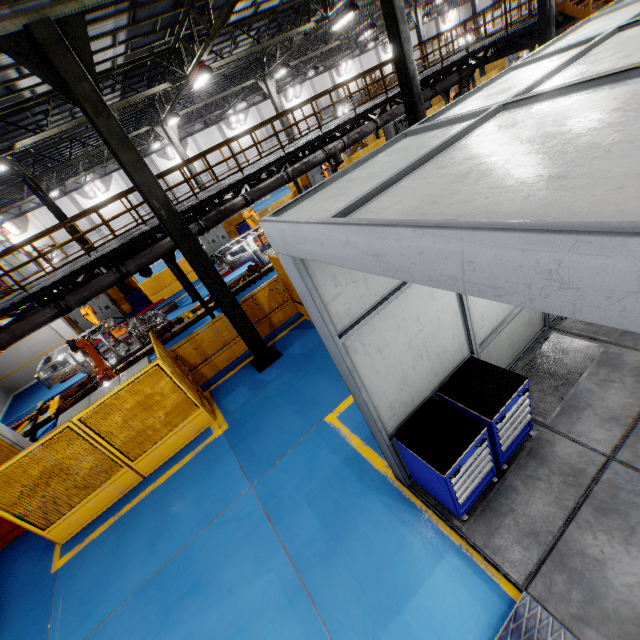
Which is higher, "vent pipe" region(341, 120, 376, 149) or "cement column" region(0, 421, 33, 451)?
"vent pipe" region(341, 120, 376, 149)

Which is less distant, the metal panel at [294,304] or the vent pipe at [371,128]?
the metal panel at [294,304]

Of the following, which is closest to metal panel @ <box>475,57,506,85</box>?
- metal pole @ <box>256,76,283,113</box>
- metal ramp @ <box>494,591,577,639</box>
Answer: metal pole @ <box>256,76,283,113</box>

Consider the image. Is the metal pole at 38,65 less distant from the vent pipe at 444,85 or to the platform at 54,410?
the vent pipe at 444,85

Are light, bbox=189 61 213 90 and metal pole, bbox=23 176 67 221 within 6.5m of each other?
no

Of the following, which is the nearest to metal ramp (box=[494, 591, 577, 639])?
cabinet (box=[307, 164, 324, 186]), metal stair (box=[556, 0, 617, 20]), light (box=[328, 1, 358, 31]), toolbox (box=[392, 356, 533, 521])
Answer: toolbox (box=[392, 356, 533, 521])

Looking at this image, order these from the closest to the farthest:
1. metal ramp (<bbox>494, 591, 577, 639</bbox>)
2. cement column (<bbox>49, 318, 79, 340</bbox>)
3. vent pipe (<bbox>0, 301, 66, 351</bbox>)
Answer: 1. metal ramp (<bbox>494, 591, 577, 639</bbox>)
2. vent pipe (<bbox>0, 301, 66, 351</bbox>)
3. cement column (<bbox>49, 318, 79, 340</bbox>)

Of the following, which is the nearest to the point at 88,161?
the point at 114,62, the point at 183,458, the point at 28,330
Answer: the point at 114,62
